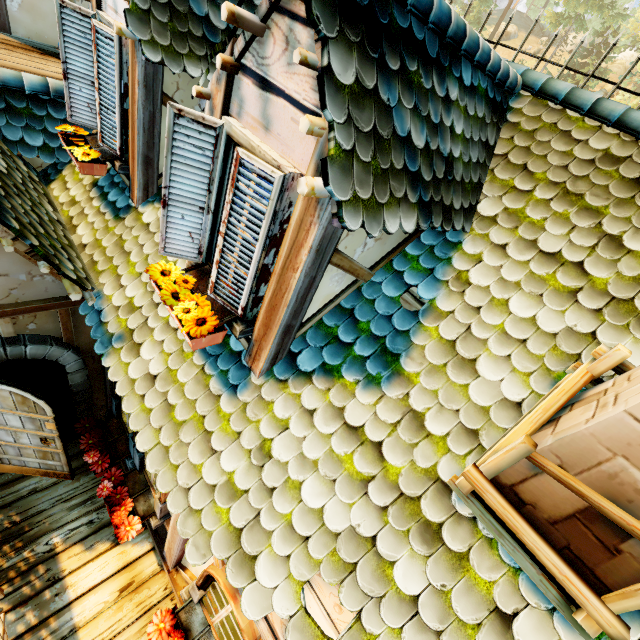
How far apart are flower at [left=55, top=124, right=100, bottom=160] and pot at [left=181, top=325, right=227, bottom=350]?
1.9m

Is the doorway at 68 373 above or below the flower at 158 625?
above

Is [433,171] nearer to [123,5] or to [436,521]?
[436,521]

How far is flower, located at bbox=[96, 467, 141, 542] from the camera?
3.9 meters

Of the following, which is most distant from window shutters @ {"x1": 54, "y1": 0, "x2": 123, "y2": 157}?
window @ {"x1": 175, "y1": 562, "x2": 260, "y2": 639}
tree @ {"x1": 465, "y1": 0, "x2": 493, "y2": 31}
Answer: tree @ {"x1": 465, "y1": 0, "x2": 493, "y2": 31}

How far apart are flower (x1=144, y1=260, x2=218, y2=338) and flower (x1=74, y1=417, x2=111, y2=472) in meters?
3.2

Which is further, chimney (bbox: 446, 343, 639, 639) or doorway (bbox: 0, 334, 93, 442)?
doorway (bbox: 0, 334, 93, 442)

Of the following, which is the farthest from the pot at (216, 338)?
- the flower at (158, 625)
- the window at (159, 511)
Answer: the flower at (158, 625)
